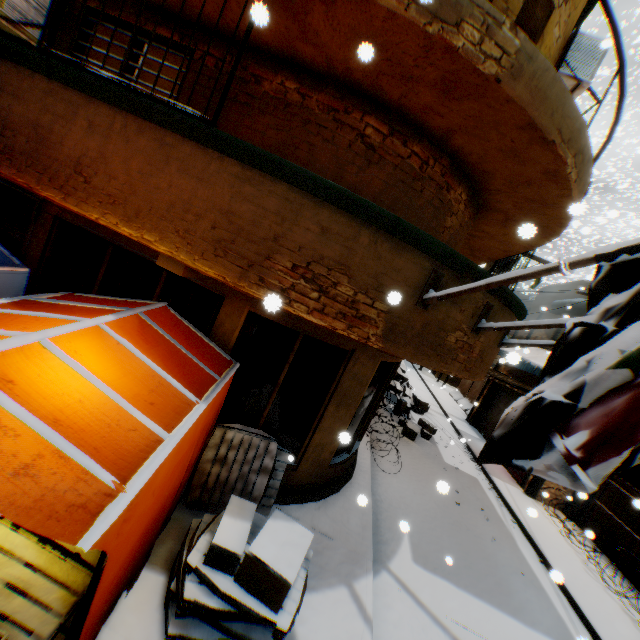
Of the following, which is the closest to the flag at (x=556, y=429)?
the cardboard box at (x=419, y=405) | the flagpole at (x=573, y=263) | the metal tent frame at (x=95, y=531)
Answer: the flagpole at (x=573, y=263)

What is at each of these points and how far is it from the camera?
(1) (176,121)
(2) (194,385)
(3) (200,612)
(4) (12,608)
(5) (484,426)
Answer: (1) building, 3.24m
(2) tent, 3.67m
(3) wooden pallet, 3.15m
(4) table, 2.43m
(5) rolling overhead door, 16.52m

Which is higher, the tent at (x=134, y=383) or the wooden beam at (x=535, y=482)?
the tent at (x=134, y=383)

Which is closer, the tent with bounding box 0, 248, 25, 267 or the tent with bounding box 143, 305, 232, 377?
the tent with bounding box 143, 305, 232, 377

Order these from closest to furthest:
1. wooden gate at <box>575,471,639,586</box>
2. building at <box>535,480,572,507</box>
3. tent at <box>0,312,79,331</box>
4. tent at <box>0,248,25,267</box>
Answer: tent at <box>0,312,79,331</box>, tent at <box>0,248,25,267</box>, wooden gate at <box>575,471,639,586</box>, building at <box>535,480,572,507</box>

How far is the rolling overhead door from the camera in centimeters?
1540cm

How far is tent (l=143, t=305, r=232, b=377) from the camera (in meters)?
4.15

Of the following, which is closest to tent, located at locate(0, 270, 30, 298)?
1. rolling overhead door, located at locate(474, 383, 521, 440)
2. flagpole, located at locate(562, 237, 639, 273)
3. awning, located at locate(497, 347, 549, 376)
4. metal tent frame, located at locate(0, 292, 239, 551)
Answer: metal tent frame, located at locate(0, 292, 239, 551)
